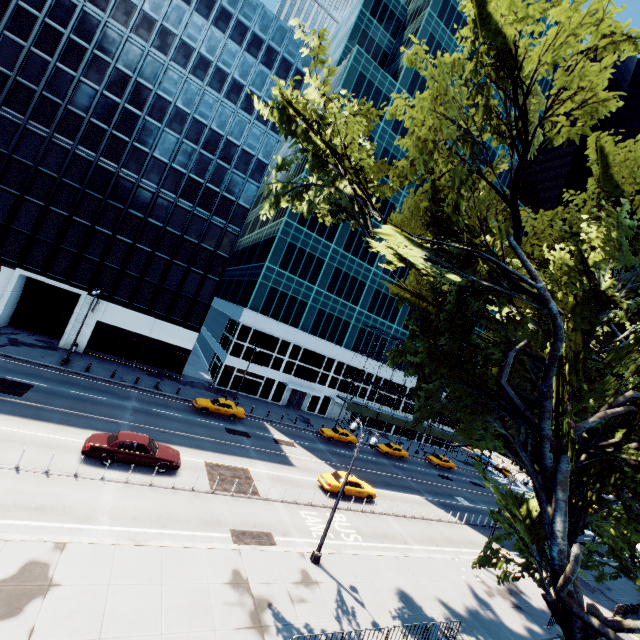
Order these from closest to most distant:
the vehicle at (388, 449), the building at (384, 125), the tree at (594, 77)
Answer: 1. the tree at (594, 77)
2. the vehicle at (388, 449)
3. the building at (384, 125)

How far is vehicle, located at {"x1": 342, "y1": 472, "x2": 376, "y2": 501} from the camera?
25.30m

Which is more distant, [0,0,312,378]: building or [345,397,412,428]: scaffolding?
[345,397,412,428]: scaffolding

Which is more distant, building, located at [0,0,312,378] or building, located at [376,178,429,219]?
building, located at [376,178,429,219]

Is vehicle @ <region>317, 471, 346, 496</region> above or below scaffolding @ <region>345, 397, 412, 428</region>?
below

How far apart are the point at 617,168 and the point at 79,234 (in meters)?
43.10

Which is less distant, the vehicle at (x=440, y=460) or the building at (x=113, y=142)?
the building at (x=113, y=142)

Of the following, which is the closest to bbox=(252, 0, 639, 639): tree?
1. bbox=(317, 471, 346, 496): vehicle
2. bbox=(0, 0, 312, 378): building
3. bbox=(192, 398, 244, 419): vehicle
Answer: bbox=(317, 471, 346, 496): vehicle
